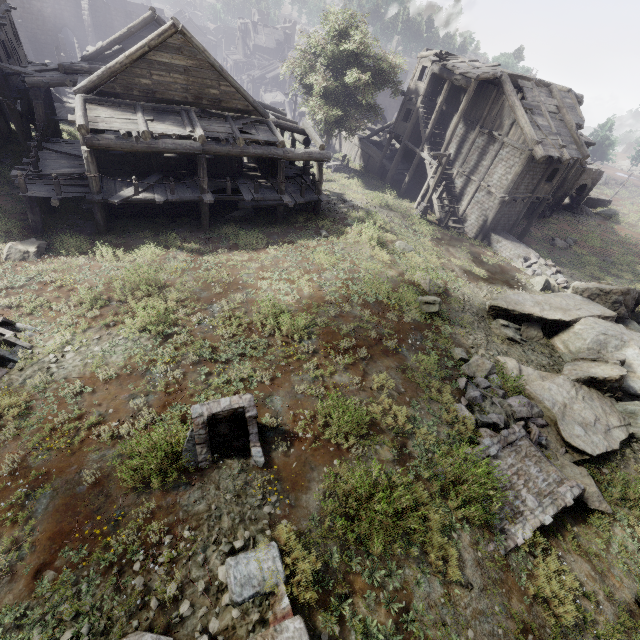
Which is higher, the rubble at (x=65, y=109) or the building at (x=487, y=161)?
the building at (x=487, y=161)

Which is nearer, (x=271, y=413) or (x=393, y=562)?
(x=393, y=562)

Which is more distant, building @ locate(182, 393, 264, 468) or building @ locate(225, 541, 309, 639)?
building @ locate(182, 393, 264, 468)

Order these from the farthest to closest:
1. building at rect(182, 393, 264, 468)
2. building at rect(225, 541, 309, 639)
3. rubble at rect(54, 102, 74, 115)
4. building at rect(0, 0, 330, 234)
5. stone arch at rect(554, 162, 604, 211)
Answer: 1. stone arch at rect(554, 162, 604, 211)
2. rubble at rect(54, 102, 74, 115)
3. building at rect(0, 0, 330, 234)
4. building at rect(182, 393, 264, 468)
5. building at rect(225, 541, 309, 639)

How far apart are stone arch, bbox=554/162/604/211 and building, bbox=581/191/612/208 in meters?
4.3

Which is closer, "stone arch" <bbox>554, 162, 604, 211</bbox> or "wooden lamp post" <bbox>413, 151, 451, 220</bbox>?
"wooden lamp post" <bbox>413, 151, 451, 220</bbox>

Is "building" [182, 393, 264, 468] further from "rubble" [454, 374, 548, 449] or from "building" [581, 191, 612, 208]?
"building" [581, 191, 612, 208]

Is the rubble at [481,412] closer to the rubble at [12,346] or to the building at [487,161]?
the building at [487,161]
